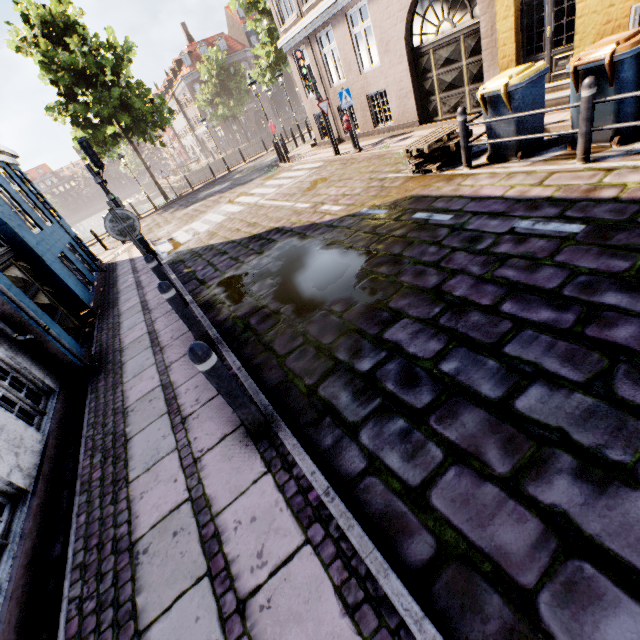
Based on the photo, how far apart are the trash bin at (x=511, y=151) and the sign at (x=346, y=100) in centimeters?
568cm

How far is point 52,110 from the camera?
17.44m

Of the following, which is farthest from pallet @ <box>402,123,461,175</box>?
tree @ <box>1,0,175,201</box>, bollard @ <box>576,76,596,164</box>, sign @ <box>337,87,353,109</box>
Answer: tree @ <box>1,0,175,201</box>

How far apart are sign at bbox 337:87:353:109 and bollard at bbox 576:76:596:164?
7.6 meters

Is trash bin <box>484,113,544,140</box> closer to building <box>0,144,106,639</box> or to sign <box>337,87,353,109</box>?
building <box>0,144,106,639</box>

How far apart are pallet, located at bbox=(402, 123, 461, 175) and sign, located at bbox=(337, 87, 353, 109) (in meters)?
3.94

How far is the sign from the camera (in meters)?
10.18

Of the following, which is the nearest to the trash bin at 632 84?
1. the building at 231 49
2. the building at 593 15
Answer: the building at 593 15
